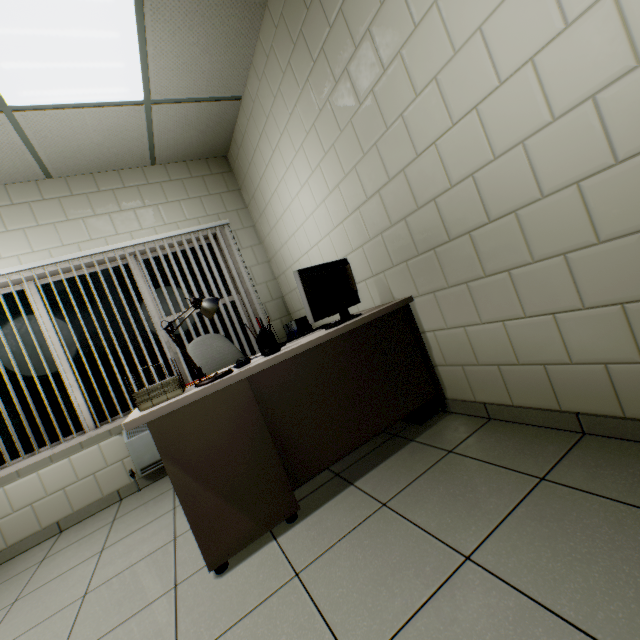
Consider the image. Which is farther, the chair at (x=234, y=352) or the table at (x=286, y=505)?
the chair at (x=234, y=352)

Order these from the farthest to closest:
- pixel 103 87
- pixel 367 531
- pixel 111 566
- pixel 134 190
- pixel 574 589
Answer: pixel 134 190 < pixel 103 87 < pixel 111 566 < pixel 367 531 < pixel 574 589

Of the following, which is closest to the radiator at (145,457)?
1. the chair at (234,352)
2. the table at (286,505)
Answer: the chair at (234,352)

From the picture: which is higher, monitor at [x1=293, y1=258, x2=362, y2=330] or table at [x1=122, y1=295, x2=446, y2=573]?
monitor at [x1=293, y1=258, x2=362, y2=330]

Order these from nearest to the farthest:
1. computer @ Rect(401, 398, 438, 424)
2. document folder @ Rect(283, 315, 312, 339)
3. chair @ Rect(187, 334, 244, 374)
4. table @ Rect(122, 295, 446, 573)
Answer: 1. table @ Rect(122, 295, 446, 573)
2. computer @ Rect(401, 398, 438, 424)
3. chair @ Rect(187, 334, 244, 374)
4. document folder @ Rect(283, 315, 312, 339)

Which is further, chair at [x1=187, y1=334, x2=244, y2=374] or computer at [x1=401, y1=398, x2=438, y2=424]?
chair at [x1=187, y1=334, x2=244, y2=374]

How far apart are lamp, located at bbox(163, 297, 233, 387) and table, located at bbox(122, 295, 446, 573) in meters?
0.0

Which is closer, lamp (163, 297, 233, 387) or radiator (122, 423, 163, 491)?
lamp (163, 297, 233, 387)
